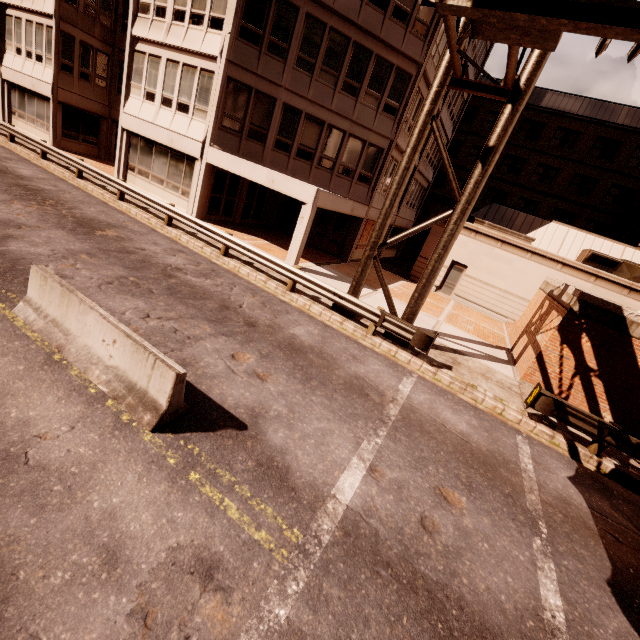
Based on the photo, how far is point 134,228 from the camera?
13.13m

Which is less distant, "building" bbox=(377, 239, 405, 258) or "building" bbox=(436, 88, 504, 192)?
"building" bbox=(436, 88, 504, 192)

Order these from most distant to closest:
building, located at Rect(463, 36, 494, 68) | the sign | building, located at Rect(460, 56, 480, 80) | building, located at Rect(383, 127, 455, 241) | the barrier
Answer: building, located at Rect(383, 127, 455, 241) → building, located at Rect(460, 56, 480, 80) → building, located at Rect(463, 36, 494, 68) → the barrier → the sign

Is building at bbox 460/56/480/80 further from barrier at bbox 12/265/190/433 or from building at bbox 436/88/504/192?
barrier at bbox 12/265/190/433

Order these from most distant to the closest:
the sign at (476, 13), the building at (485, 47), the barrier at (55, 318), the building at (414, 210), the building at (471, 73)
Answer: the building at (414, 210), the building at (471, 73), the building at (485, 47), the barrier at (55, 318), the sign at (476, 13)

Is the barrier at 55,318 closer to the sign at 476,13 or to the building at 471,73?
the sign at 476,13

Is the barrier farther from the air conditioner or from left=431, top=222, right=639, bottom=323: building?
the air conditioner

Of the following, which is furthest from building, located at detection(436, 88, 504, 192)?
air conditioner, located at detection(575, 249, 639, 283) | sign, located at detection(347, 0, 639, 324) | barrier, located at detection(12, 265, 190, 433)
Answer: barrier, located at detection(12, 265, 190, 433)
